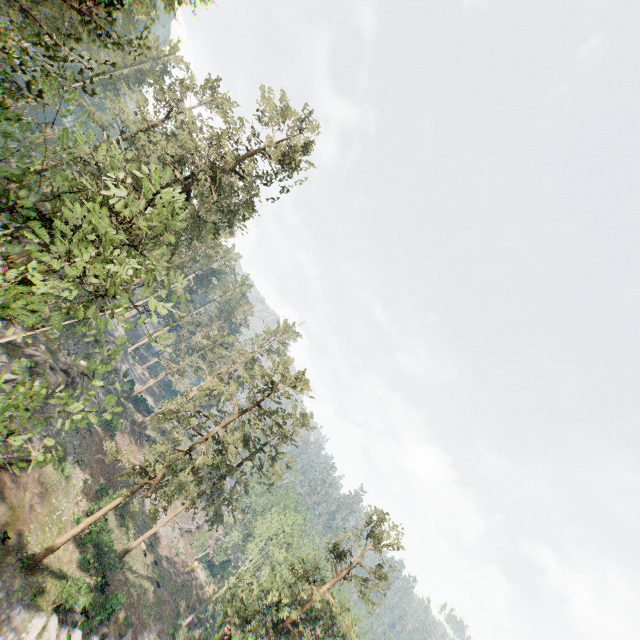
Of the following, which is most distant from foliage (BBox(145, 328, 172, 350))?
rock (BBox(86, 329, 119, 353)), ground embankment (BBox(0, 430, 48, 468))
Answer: ground embankment (BBox(0, 430, 48, 468))

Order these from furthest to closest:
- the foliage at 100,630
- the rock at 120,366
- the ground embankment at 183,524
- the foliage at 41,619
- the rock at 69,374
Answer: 1. the ground embankment at 183,524
2. the rock at 120,366
3. the foliage at 100,630
4. the rock at 69,374
5. the foliage at 41,619

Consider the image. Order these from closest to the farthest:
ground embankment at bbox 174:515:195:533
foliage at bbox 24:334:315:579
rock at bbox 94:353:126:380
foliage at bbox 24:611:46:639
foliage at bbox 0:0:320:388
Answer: foliage at bbox 0:0:320:388
foliage at bbox 24:611:46:639
foliage at bbox 24:334:315:579
rock at bbox 94:353:126:380
ground embankment at bbox 174:515:195:533

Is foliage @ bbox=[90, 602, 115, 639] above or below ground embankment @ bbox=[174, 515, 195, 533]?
Answer: above

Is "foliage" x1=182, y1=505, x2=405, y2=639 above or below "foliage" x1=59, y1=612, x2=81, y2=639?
above

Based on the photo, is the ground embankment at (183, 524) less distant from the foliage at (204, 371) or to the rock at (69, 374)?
the foliage at (204, 371)

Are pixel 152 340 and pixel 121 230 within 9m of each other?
yes

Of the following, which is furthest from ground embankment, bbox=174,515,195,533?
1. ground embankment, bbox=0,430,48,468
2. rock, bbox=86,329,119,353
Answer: ground embankment, bbox=0,430,48,468
